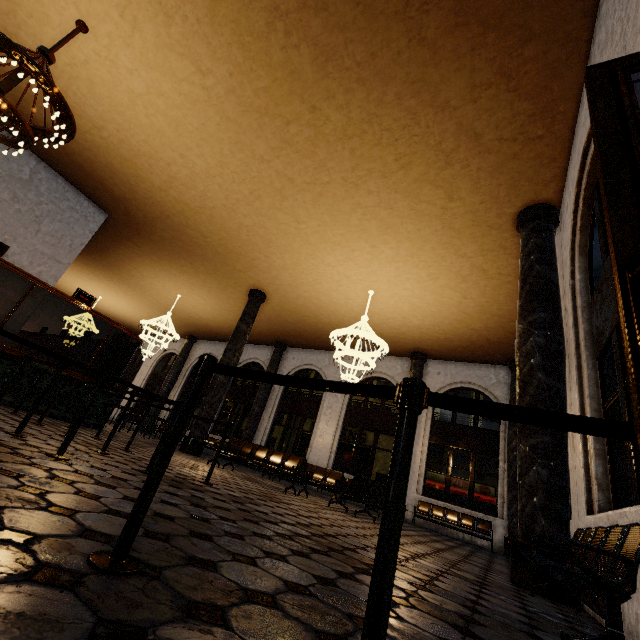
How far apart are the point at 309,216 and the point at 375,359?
4.7m
